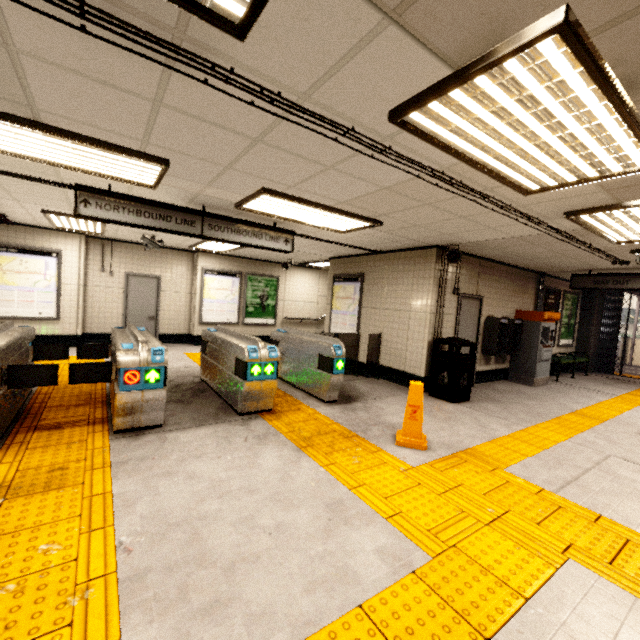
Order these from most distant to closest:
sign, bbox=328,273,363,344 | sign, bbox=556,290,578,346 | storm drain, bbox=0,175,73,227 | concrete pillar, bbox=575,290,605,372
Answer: concrete pillar, bbox=575,290,605,372 < sign, bbox=556,290,578,346 < sign, bbox=328,273,363,344 < storm drain, bbox=0,175,73,227

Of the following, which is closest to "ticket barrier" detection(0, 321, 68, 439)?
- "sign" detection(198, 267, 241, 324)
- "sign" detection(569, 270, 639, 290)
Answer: "sign" detection(198, 267, 241, 324)

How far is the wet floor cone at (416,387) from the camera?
3.93m

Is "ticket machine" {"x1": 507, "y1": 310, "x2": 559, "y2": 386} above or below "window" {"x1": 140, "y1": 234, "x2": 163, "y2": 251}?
below

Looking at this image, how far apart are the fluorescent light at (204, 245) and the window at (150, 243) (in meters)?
0.87

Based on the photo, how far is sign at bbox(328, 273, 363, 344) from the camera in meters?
8.1 m

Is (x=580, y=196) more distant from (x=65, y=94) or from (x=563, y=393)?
(x=563, y=393)

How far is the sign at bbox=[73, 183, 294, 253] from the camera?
4.0 meters
